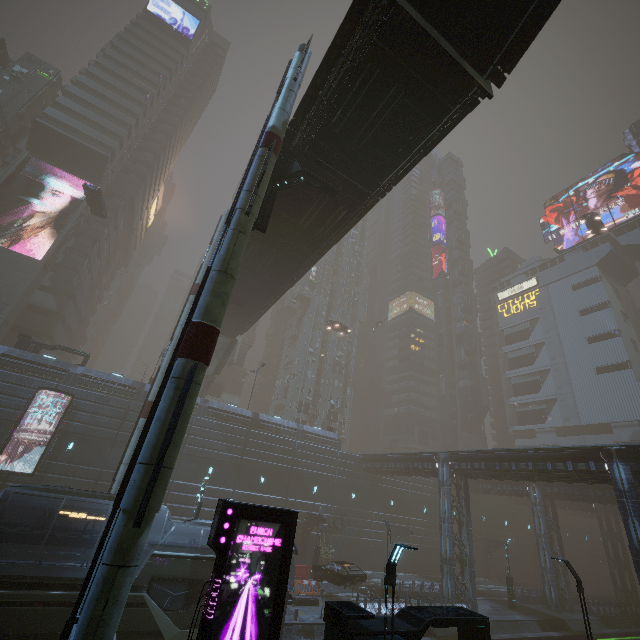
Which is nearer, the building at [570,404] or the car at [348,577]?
the car at [348,577]

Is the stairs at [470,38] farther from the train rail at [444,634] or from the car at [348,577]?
the car at [348,577]

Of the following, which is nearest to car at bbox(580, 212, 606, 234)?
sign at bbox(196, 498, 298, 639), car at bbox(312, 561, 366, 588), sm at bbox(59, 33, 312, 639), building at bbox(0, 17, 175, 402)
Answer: building at bbox(0, 17, 175, 402)

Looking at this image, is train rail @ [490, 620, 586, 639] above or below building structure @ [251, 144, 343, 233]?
below

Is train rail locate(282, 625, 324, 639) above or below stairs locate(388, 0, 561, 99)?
below

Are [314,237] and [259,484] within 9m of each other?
no

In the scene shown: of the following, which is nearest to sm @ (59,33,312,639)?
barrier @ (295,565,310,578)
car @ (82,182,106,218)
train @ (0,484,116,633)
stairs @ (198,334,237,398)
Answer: train @ (0,484,116,633)

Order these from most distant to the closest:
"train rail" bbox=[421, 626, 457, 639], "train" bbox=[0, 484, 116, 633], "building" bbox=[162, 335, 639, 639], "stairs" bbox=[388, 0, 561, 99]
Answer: "building" bbox=[162, 335, 639, 639] → "train rail" bbox=[421, 626, 457, 639] → "train" bbox=[0, 484, 116, 633] → "stairs" bbox=[388, 0, 561, 99]
